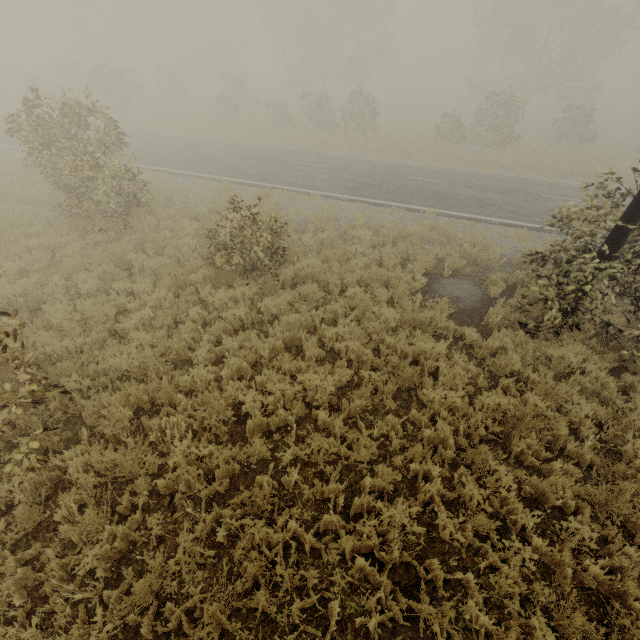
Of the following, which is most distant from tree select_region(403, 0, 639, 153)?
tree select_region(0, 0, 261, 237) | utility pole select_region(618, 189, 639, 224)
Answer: utility pole select_region(618, 189, 639, 224)

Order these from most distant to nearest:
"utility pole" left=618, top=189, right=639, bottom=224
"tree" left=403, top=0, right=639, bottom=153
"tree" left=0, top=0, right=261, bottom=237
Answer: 1. "tree" left=403, top=0, right=639, bottom=153
2. "tree" left=0, top=0, right=261, bottom=237
3. "utility pole" left=618, top=189, right=639, bottom=224

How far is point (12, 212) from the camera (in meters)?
10.34

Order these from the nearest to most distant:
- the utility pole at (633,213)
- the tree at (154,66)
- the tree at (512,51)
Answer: the utility pole at (633,213), the tree at (154,66), the tree at (512,51)

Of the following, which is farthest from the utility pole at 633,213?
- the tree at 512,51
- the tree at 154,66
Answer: the tree at 512,51

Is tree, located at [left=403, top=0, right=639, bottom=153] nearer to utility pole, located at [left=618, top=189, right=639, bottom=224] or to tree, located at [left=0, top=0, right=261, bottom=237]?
tree, located at [left=0, top=0, right=261, bottom=237]

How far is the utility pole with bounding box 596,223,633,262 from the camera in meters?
5.7

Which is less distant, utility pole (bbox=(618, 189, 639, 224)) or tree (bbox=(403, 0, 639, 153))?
utility pole (bbox=(618, 189, 639, 224))
